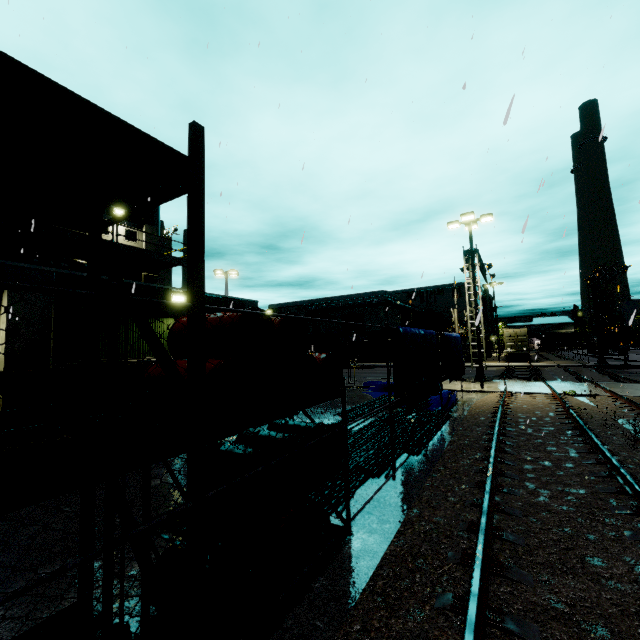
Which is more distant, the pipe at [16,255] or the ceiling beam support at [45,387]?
the pipe at [16,255]

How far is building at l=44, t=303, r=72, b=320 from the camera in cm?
846

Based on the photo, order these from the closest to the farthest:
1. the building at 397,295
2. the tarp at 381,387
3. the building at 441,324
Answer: the tarp at 381,387
the building at 397,295
the building at 441,324

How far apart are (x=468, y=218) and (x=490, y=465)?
15.7 meters

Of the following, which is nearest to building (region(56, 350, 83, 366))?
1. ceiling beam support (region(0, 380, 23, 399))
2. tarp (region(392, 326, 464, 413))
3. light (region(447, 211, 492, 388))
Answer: ceiling beam support (region(0, 380, 23, 399))

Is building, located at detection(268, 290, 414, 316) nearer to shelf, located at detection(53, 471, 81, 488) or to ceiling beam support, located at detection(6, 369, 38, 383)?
ceiling beam support, located at detection(6, 369, 38, 383)

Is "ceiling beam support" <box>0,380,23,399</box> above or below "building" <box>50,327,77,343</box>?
below

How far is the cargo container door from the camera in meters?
39.4
